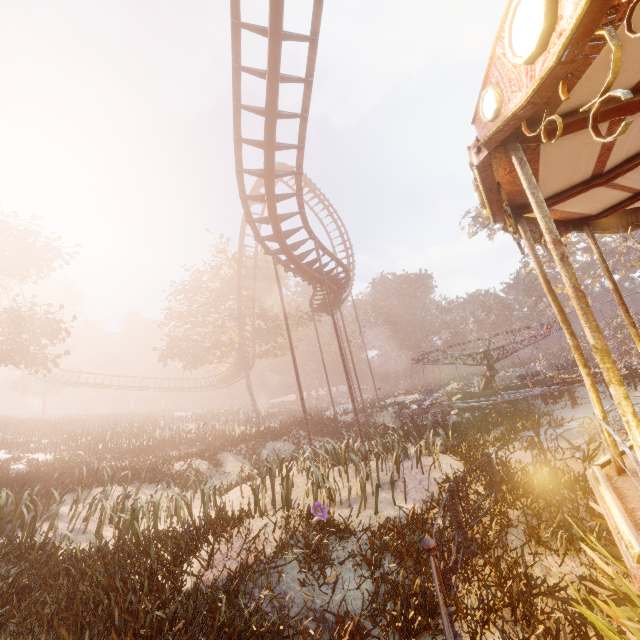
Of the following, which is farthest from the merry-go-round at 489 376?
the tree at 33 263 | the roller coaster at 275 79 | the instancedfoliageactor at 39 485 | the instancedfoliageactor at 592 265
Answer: the instancedfoliageactor at 592 265

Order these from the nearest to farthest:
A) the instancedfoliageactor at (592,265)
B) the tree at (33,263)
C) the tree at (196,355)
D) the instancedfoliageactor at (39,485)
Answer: the instancedfoliageactor at (39,485)
the tree at (33,263)
the tree at (196,355)
the instancedfoliageactor at (592,265)

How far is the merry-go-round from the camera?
16.05m

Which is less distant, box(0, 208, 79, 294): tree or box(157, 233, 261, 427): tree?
box(0, 208, 79, 294): tree

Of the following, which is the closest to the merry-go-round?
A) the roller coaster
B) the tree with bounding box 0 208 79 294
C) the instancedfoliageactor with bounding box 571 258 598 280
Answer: the roller coaster

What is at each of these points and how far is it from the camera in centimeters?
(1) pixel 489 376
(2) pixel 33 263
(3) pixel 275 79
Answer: (1) merry-go-round, 2220cm
(2) tree, 2080cm
(3) roller coaster, 862cm

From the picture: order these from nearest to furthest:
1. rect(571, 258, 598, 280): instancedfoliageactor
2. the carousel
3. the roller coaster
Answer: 1. the carousel
2. the roller coaster
3. rect(571, 258, 598, 280): instancedfoliageactor

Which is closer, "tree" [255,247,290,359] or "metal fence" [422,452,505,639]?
"metal fence" [422,452,505,639]
